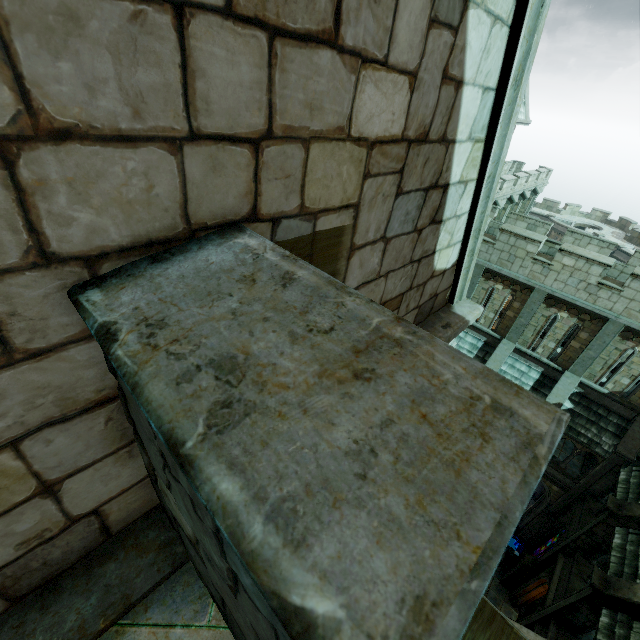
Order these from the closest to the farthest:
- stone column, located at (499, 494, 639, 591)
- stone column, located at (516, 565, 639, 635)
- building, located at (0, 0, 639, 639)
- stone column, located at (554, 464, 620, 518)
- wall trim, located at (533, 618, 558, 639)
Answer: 1. building, located at (0, 0, 639, 639)
2. stone column, located at (516, 565, 639, 635)
3. wall trim, located at (533, 618, 558, 639)
4. stone column, located at (499, 494, 639, 591)
5. stone column, located at (554, 464, 620, 518)

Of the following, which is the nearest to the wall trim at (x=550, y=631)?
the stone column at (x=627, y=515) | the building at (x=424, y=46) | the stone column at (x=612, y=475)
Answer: the stone column at (x=627, y=515)

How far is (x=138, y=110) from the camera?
0.9m

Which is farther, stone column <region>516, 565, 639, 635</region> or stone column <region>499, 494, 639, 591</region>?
stone column <region>499, 494, 639, 591</region>

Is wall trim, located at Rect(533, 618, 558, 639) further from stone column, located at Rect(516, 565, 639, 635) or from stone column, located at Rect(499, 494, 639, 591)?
stone column, located at Rect(499, 494, 639, 591)

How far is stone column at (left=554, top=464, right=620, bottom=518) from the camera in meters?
15.2 m

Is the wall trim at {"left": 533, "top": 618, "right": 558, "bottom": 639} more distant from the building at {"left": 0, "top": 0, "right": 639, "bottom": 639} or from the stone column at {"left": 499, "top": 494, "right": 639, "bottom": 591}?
the building at {"left": 0, "top": 0, "right": 639, "bottom": 639}

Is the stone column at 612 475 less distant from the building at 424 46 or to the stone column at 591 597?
the building at 424 46
